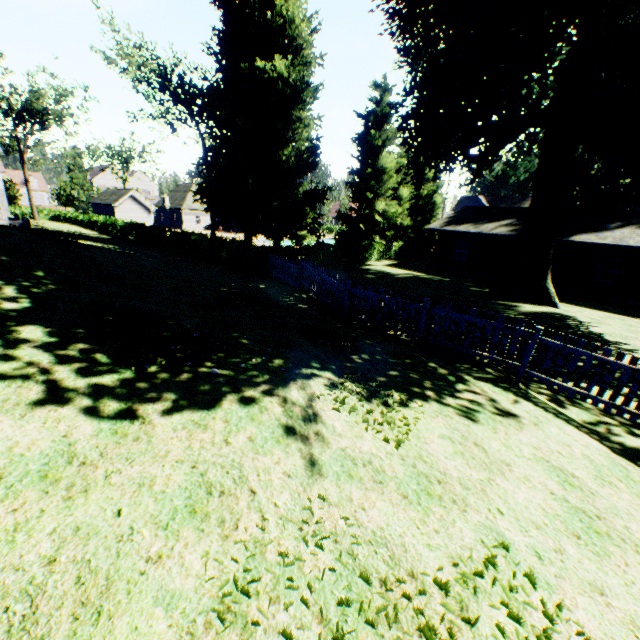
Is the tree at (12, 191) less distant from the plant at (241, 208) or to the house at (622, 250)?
the plant at (241, 208)

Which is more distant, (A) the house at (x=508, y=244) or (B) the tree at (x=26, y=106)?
(B) the tree at (x=26, y=106)

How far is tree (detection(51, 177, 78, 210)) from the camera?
57.2m

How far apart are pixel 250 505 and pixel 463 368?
6.0m

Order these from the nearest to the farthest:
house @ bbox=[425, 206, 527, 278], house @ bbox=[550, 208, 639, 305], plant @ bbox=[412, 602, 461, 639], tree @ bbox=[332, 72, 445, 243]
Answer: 1. plant @ bbox=[412, 602, 461, 639]
2. house @ bbox=[550, 208, 639, 305]
3. house @ bbox=[425, 206, 527, 278]
4. tree @ bbox=[332, 72, 445, 243]

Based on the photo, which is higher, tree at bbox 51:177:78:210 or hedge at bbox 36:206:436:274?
tree at bbox 51:177:78:210

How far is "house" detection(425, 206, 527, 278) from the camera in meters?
25.4 m
